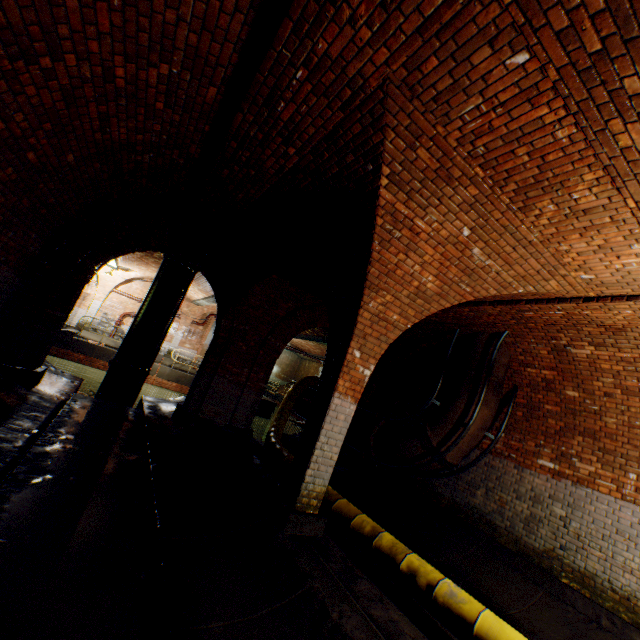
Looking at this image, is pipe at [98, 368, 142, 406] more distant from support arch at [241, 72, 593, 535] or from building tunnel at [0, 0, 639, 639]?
support arch at [241, 72, 593, 535]

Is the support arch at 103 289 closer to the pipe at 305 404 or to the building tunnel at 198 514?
the building tunnel at 198 514

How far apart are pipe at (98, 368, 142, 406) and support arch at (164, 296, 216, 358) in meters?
9.1

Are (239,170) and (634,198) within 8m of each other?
yes

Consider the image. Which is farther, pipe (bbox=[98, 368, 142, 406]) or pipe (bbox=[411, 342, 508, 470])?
pipe (bbox=[98, 368, 142, 406])

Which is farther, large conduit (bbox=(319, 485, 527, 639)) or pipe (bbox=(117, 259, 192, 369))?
pipe (bbox=(117, 259, 192, 369))

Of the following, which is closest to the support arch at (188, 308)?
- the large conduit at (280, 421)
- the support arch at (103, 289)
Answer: the support arch at (103, 289)

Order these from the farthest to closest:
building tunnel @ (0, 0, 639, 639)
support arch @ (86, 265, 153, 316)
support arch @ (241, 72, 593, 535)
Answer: support arch @ (86, 265, 153, 316) → support arch @ (241, 72, 593, 535) → building tunnel @ (0, 0, 639, 639)
